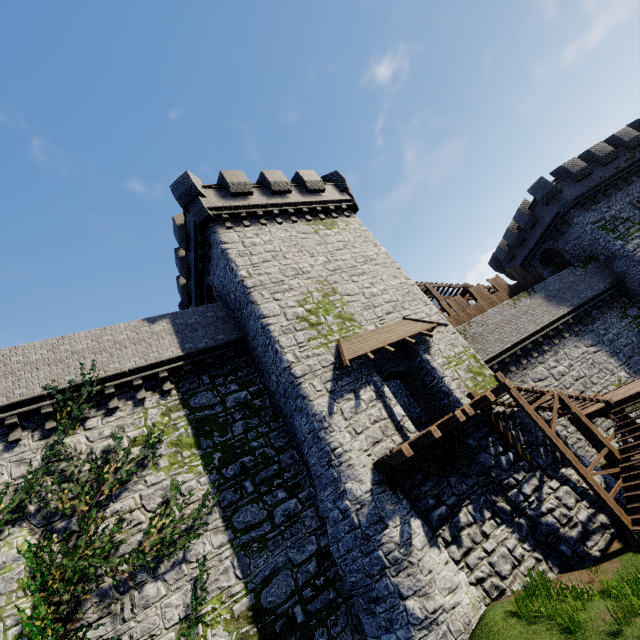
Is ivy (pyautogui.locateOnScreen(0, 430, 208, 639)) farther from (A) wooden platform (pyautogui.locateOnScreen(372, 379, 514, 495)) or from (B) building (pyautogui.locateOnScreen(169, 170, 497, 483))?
(A) wooden platform (pyautogui.locateOnScreen(372, 379, 514, 495))

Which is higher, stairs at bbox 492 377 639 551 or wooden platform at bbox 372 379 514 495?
wooden platform at bbox 372 379 514 495

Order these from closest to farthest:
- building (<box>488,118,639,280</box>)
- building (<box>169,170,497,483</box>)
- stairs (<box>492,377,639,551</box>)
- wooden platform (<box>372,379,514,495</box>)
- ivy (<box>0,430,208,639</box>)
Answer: ivy (<box>0,430,208,639</box>) < wooden platform (<box>372,379,514,495</box>) < stairs (<box>492,377,639,551</box>) < building (<box>169,170,497,483</box>) < building (<box>488,118,639,280</box>)

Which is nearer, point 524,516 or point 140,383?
point 524,516

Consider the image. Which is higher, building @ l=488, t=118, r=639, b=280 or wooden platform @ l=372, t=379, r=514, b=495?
building @ l=488, t=118, r=639, b=280

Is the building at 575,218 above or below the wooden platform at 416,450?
above

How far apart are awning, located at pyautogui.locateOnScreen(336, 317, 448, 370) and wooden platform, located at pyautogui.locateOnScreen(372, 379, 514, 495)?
3.1m

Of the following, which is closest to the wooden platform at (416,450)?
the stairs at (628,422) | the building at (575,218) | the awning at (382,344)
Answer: the stairs at (628,422)
